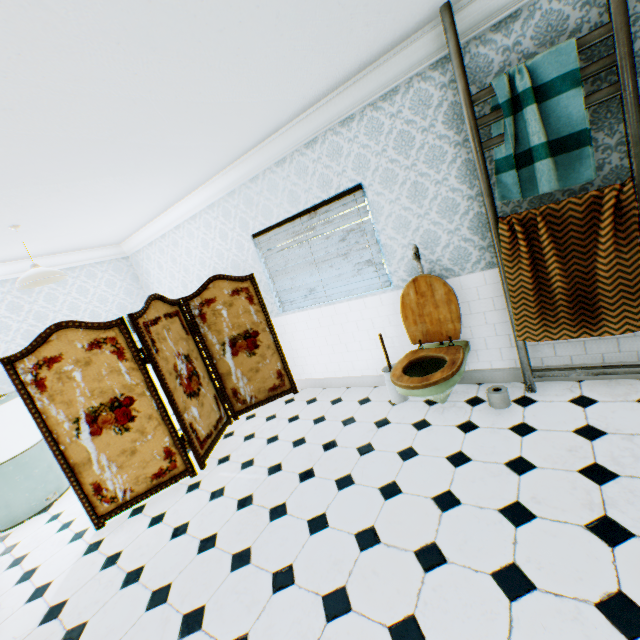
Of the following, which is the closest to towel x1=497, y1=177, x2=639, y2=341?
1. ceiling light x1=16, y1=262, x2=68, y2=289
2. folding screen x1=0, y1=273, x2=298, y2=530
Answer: folding screen x1=0, y1=273, x2=298, y2=530

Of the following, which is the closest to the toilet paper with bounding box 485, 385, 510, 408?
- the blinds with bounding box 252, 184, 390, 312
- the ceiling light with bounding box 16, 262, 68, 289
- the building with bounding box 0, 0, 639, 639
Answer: the building with bounding box 0, 0, 639, 639

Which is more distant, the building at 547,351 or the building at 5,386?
the building at 5,386

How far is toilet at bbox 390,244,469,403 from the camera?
2.7 meters

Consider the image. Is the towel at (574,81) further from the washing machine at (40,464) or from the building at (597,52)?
the washing machine at (40,464)

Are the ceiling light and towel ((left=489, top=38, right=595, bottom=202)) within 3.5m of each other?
no

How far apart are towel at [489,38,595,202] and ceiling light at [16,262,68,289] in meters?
4.6 m

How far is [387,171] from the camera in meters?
3.1 m
